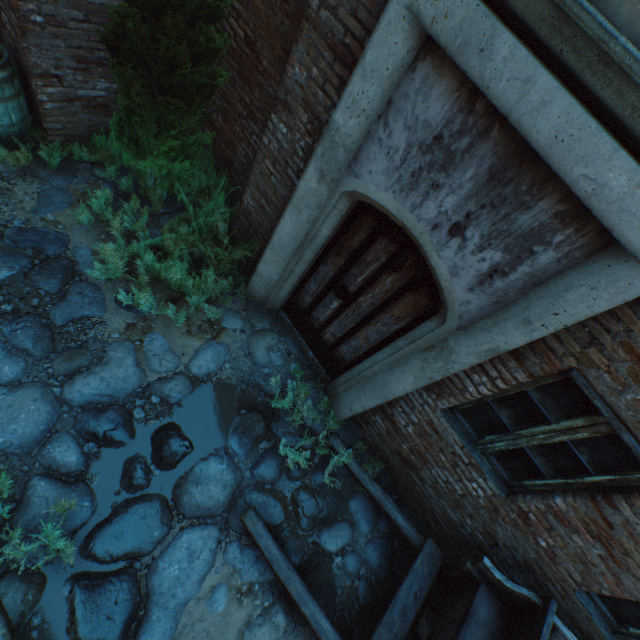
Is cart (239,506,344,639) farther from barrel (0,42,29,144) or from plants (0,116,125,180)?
barrel (0,42,29,144)

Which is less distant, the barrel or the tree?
the tree

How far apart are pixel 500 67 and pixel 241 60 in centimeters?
353cm

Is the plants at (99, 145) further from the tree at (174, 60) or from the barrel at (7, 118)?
the barrel at (7, 118)

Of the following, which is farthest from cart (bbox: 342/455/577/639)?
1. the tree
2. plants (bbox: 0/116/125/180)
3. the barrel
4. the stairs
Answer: the barrel

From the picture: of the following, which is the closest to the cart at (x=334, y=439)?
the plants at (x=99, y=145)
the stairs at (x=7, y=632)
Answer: the stairs at (x=7, y=632)

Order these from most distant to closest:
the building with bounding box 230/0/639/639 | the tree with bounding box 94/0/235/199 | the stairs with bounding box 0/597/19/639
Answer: the tree with bounding box 94/0/235/199
the stairs with bounding box 0/597/19/639
the building with bounding box 230/0/639/639

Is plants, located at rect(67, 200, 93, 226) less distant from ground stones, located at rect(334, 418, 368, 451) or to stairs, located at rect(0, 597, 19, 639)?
ground stones, located at rect(334, 418, 368, 451)
